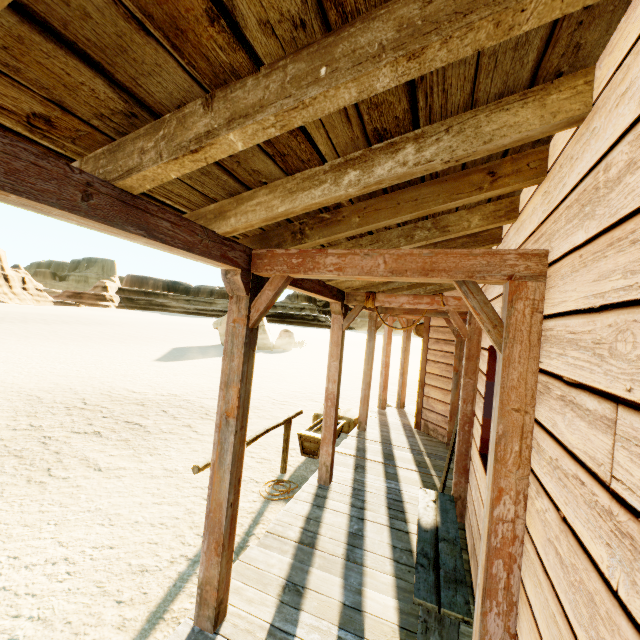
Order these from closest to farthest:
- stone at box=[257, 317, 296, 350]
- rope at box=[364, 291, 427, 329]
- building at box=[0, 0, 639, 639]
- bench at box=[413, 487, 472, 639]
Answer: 1. building at box=[0, 0, 639, 639]
2. bench at box=[413, 487, 472, 639]
3. rope at box=[364, 291, 427, 329]
4. stone at box=[257, 317, 296, 350]

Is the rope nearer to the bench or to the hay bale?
the bench

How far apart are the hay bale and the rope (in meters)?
4.04

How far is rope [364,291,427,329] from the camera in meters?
4.4

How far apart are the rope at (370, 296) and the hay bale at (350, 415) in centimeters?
404cm

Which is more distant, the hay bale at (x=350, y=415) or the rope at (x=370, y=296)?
the hay bale at (x=350, y=415)

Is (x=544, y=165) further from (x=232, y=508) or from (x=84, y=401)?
(x=84, y=401)

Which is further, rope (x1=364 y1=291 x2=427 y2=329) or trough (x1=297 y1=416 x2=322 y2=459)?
trough (x1=297 y1=416 x2=322 y2=459)
